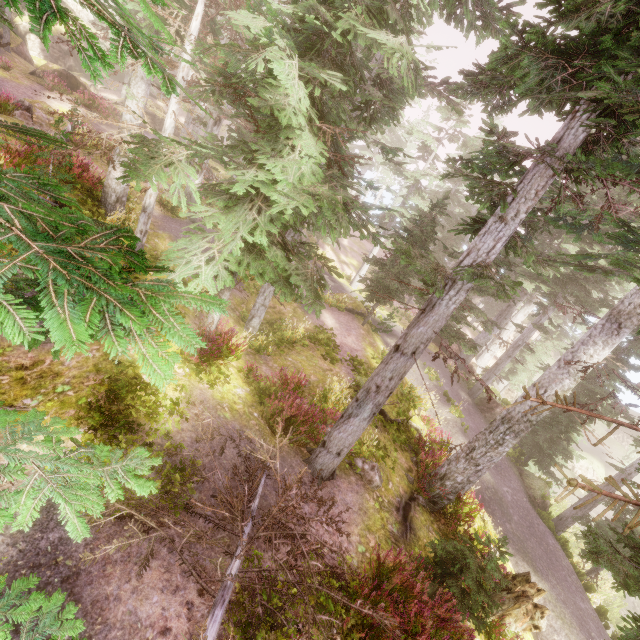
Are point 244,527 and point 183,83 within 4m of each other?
no

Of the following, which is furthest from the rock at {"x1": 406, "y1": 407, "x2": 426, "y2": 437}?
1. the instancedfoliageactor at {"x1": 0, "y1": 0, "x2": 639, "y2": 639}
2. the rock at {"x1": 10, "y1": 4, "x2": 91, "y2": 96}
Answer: the rock at {"x1": 10, "y1": 4, "x2": 91, "y2": 96}

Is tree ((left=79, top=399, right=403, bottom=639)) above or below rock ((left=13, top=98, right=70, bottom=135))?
below

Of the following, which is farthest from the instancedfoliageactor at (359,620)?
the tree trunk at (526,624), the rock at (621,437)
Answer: the tree trunk at (526,624)

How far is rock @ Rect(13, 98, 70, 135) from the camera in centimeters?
1464cm

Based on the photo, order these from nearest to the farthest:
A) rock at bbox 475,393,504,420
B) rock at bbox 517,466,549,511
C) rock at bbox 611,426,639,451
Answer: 1. rock at bbox 517,466,549,511
2. rock at bbox 475,393,504,420
3. rock at bbox 611,426,639,451

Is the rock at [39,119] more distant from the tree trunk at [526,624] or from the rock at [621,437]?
the rock at [621,437]

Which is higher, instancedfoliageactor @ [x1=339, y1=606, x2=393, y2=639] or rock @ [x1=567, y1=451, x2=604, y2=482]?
instancedfoliageactor @ [x1=339, y1=606, x2=393, y2=639]
